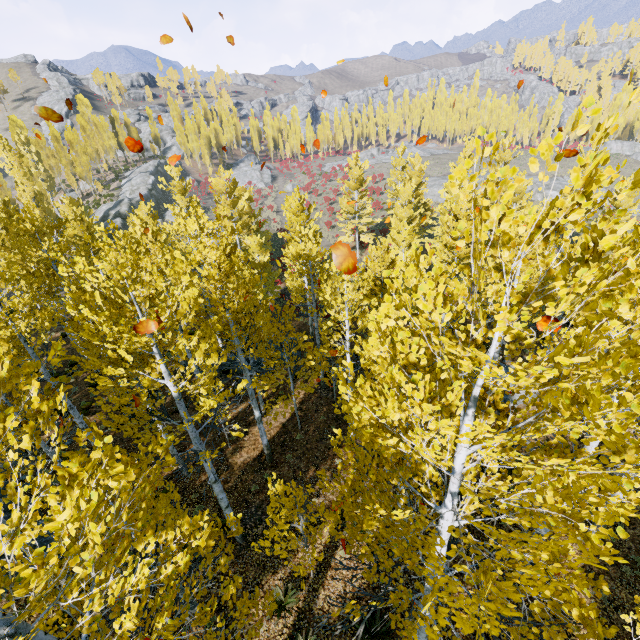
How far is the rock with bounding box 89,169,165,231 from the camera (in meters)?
45.28

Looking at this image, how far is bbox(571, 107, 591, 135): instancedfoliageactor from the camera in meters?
1.7 m

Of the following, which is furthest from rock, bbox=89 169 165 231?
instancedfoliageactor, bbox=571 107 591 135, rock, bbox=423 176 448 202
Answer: rock, bbox=423 176 448 202

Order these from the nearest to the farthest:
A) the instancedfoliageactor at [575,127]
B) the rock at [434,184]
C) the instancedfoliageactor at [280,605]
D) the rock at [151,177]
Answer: the instancedfoliageactor at [575,127]
the instancedfoliageactor at [280,605]
the rock at [151,177]
the rock at [434,184]

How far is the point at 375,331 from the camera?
3.17m

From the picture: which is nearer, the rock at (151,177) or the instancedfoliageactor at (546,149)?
the instancedfoliageactor at (546,149)

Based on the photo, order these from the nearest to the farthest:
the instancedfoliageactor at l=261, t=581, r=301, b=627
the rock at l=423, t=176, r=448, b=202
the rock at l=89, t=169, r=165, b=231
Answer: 1. the instancedfoliageactor at l=261, t=581, r=301, b=627
2. the rock at l=89, t=169, r=165, b=231
3. the rock at l=423, t=176, r=448, b=202
